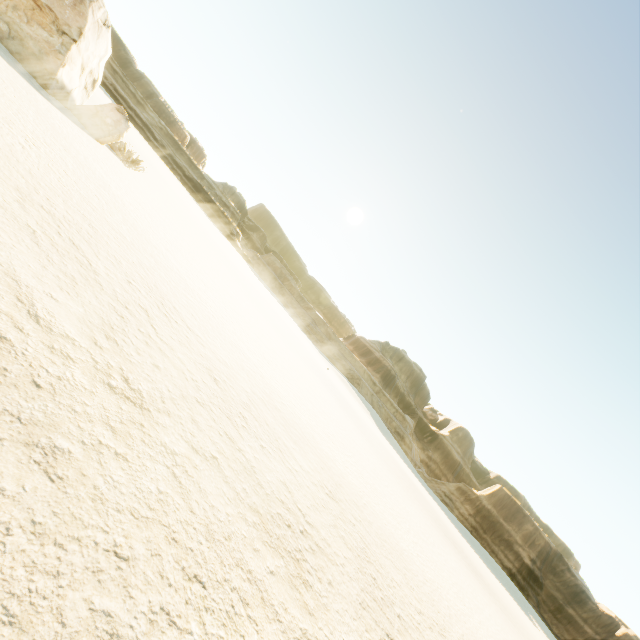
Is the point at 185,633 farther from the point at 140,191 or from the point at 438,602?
the point at 140,191
